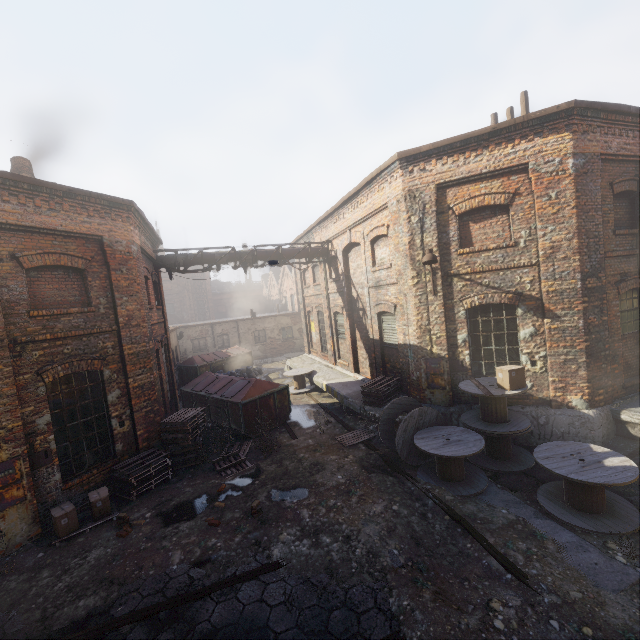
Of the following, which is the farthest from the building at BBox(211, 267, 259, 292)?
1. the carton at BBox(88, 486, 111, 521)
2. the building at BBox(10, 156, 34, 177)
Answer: the carton at BBox(88, 486, 111, 521)

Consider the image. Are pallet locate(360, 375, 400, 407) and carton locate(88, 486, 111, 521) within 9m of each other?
yes

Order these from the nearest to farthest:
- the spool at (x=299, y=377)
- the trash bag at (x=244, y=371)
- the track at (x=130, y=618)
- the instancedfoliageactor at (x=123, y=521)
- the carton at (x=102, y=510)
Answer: the track at (x=130, y=618) → the instancedfoliageactor at (x=123, y=521) → the carton at (x=102, y=510) → the spool at (x=299, y=377) → the trash bag at (x=244, y=371)

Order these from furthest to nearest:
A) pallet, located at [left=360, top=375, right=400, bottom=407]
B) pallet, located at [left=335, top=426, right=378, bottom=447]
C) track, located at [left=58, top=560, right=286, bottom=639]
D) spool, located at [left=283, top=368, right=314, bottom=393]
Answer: spool, located at [left=283, top=368, right=314, bottom=393], pallet, located at [left=360, top=375, right=400, bottom=407], pallet, located at [left=335, top=426, right=378, bottom=447], track, located at [left=58, top=560, right=286, bottom=639]

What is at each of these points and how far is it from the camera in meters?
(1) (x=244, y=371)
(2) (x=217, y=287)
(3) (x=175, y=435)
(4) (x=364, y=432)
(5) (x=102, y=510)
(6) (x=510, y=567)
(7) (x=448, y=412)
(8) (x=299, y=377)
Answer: (1) trash bag, 20.8 m
(2) building, 57.2 m
(3) pallet, 9.5 m
(4) pallet, 10.4 m
(5) carton, 7.3 m
(6) track, 5.0 m
(7) building, 9.5 m
(8) spool, 16.3 m

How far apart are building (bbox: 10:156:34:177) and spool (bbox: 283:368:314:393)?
11.57m

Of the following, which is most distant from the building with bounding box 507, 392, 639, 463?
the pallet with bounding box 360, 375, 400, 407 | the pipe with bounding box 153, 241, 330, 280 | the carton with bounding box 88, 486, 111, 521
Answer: the carton with bounding box 88, 486, 111, 521

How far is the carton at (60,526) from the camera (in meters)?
6.75
